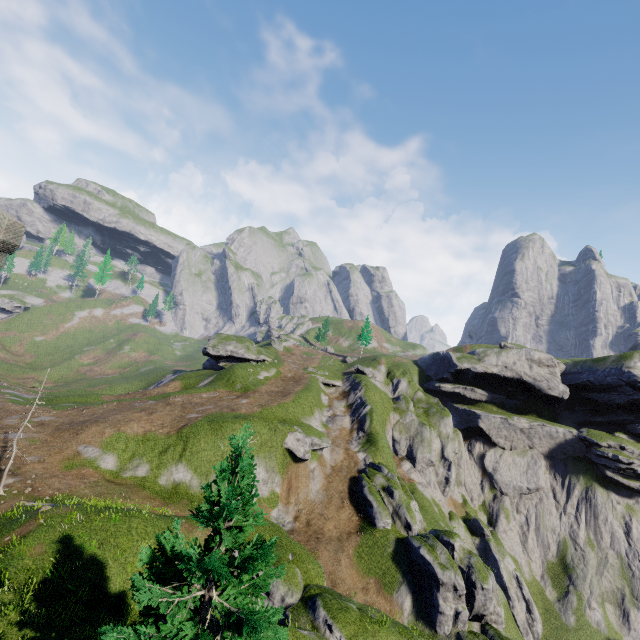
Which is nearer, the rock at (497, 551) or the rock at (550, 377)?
the rock at (497, 551)

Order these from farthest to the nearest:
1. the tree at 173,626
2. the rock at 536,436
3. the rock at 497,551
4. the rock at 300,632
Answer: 1. the rock at 536,436
2. the rock at 497,551
3. the rock at 300,632
4. the tree at 173,626

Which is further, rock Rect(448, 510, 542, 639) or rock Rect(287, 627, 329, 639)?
rock Rect(448, 510, 542, 639)

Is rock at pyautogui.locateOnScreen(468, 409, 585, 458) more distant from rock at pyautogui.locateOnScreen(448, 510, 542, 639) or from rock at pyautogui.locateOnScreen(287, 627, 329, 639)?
rock at pyautogui.locateOnScreen(287, 627, 329, 639)

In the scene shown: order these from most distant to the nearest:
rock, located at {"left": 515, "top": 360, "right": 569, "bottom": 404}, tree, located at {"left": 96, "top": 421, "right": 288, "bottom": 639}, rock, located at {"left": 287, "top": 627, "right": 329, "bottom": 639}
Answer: rock, located at {"left": 515, "top": 360, "right": 569, "bottom": 404}, rock, located at {"left": 287, "top": 627, "right": 329, "bottom": 639}, tree, located at {"left": 96, "top": 421, "right": 288, "bottom": 639}

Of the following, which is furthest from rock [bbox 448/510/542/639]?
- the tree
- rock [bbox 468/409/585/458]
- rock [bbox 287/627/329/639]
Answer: the tree

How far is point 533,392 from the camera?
59.1 meters

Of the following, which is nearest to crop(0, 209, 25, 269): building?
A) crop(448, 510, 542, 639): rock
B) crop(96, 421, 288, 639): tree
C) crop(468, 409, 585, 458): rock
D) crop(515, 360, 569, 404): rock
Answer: crop(96, 421, 288, 639): tree
